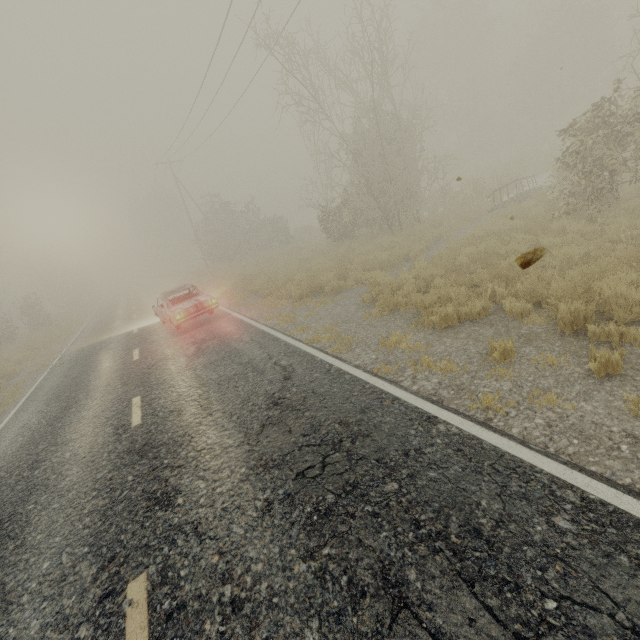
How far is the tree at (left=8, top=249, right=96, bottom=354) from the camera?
23.0m

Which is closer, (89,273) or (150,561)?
(150,561)

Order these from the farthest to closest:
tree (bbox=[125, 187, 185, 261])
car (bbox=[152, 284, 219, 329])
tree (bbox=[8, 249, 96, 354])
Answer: tree (bbox=[125, 187, 185, 261]), tree (bbox=[8, 249, 96, 354]), car (bbox=[152, 284, 219, 329])

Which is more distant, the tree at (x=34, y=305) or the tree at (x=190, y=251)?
the tree at (x=190, y=251)

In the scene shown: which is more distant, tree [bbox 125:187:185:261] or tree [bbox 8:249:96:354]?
tree [bbox 125:187:185:261]

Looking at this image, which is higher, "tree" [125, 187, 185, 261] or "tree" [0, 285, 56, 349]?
"tree" [125, 187, 185, 261]

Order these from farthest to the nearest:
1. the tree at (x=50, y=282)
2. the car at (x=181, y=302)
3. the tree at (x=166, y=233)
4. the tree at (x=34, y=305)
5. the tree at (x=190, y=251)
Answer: the tree at (x=190, y=251)
the tree at (x=166, y=233)
the tree at (x=34, y=305)
the tree at (x=50, y=282)
the car at (x=181, y=302)
